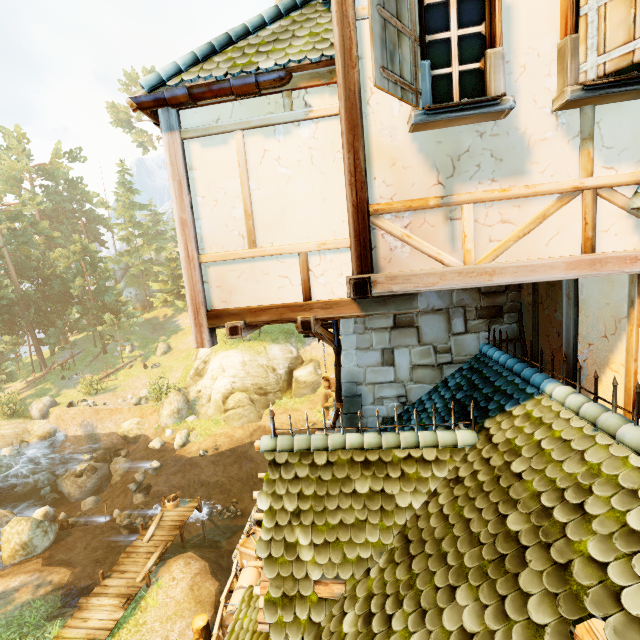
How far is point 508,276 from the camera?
3.4m

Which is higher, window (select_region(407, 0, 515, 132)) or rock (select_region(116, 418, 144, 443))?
window (select_region(407, 0, 515, 132))

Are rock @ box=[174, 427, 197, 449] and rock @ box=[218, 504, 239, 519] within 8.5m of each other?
yes

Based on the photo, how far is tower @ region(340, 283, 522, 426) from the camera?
6.4 meters

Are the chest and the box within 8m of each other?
yes

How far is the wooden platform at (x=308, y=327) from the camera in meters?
4.0 m

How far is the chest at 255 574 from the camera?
8.2 meters

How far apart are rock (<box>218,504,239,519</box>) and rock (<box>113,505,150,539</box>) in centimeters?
375cm
